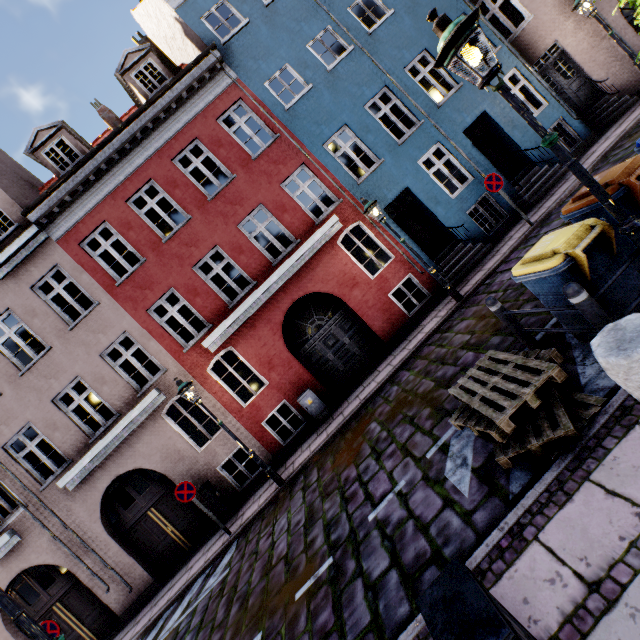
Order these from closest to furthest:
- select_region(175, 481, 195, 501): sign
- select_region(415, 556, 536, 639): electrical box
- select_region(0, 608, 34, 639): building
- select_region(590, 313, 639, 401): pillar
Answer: select_region(415, 556, 536, 639): electrical box
select_region(590, 313, 639, 401): pillar
select_region(175, 481, 195, 501): sign
select_region(0, 608, 34, 639): building

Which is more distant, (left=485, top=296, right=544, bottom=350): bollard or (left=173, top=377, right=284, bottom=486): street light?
(left=173, top=377, right=284, bottom=486): street light

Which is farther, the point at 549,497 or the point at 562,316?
the point at 562,316

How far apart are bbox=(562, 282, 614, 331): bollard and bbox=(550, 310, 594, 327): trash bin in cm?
27

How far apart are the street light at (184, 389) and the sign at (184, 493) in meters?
1.7

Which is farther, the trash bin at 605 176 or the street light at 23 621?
the trash bin at 605 176

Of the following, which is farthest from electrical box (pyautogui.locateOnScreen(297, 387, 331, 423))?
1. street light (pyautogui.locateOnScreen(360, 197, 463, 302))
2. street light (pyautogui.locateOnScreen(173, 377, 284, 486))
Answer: street light (pyautogui.locateOnScreen(360, 197, 463, 302))

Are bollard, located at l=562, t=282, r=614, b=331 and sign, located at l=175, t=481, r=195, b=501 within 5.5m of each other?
no
